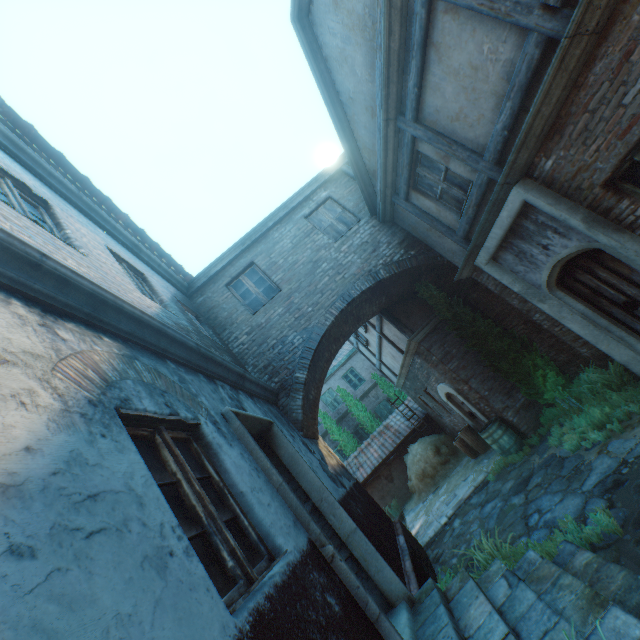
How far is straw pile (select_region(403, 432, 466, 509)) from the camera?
12.4 meters

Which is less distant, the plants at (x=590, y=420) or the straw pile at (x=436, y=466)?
the plants at (x=590, y=420)

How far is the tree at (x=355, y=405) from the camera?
19.14m

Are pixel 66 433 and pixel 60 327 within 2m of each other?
yes

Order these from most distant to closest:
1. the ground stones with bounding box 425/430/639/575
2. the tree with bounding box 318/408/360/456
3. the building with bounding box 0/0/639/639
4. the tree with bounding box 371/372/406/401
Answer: the tree with bounding box 371/372/406/401
the tree with bounding box 318/408/360/456
the ground stones with bounding box 425/430/639/575
the building with bounding box 0/0/639/639

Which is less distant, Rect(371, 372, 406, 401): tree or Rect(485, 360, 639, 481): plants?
Rect(485, 360, 639, 481): plants

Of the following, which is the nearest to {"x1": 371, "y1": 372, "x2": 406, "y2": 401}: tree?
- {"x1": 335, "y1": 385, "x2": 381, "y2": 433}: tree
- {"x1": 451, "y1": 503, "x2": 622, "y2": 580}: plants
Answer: {"x1": 335, "y1": 385, "x2": 381, "y2": 433}: tree

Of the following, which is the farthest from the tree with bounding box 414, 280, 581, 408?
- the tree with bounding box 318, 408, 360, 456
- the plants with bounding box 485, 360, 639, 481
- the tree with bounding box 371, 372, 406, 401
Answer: the tree with bounding box 318, 408, 360, 456
